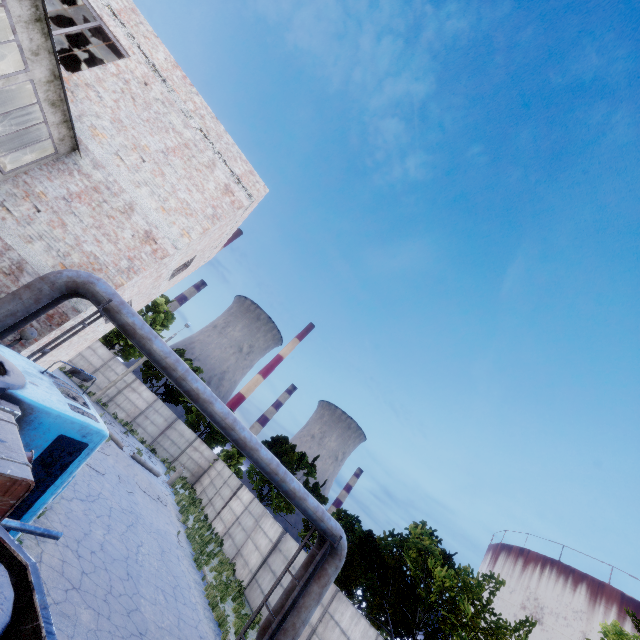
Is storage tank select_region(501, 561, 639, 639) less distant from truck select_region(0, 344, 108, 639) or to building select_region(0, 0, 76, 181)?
truck select_region(0, 344, 108, 639)

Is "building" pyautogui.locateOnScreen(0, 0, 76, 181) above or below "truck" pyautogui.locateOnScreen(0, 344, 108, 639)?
above

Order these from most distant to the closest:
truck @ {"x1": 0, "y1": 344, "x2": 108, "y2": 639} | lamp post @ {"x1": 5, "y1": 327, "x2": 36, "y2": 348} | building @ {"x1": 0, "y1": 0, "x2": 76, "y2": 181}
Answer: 1. lamp post @ {"x1": 5, "y1": 327, "x2": 36, "y2": 348}
2. building @ {"x1": 0, "y1": 0, "x2": 76, "y2": 181}
3. truck @ {"x1": 0, "y1": 344, "x2": 108, "y2": 639}

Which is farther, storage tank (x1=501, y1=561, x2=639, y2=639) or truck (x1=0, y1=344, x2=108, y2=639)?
storage tank (x1=501, y1=561, x2=639, y2=639)

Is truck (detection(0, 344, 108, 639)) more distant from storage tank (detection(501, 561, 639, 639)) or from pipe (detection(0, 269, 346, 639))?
storage tank (detection(501, 561, 639, 639))

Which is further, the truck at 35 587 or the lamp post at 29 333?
the lamp post at 29 333

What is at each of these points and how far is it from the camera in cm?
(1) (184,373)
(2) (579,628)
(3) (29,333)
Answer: (1) pipe, 885
(2) storage tank, 5188
(3) lamp post, 761

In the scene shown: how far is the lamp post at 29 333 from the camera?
7.52m
